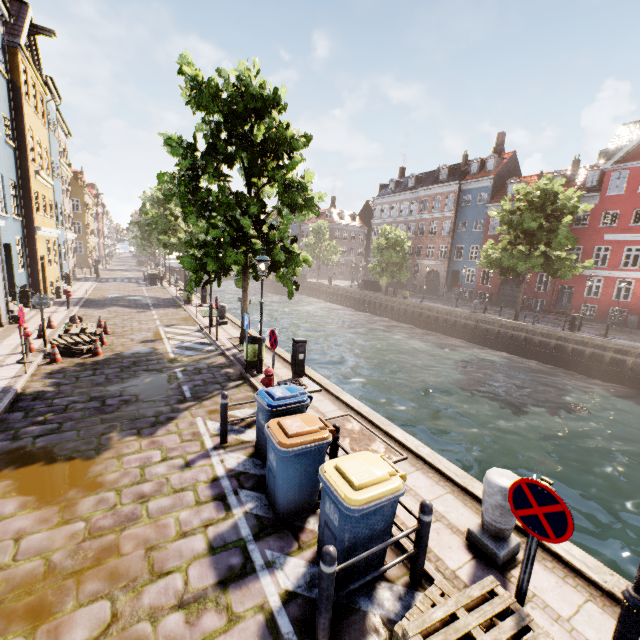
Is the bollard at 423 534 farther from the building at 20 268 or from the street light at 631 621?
the building at 20 268

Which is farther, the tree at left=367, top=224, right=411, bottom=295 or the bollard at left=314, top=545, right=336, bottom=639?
the tree at left=367, top=224, right=411, bottom=295

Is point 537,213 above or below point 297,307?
above

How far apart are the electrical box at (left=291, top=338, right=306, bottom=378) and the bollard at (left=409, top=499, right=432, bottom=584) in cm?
639

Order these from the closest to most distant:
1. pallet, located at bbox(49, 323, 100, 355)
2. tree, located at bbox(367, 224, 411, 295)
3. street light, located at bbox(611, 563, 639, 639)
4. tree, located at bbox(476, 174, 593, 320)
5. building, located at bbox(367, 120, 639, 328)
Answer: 1. street light, located at bbox(611, 563, 639, 639)
2. pallet, located at bbox(49, 323, 100, 355)
3. tree, located at bbox(476, 174, 593, 320)
4. building, located at bbox(367, 120, 639, 328)
5. tree, located at bbox(367, 224, 411, 295)

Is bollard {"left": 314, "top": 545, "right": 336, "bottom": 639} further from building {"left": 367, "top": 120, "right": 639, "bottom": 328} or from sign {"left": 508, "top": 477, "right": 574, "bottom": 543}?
building {"left": 367, "top": 120, "right": 639, "bottom": 328}

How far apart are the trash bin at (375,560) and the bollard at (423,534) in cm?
24

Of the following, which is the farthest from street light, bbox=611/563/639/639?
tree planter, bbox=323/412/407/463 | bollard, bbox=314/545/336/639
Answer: tree planter, bbox=323/412/407/463
